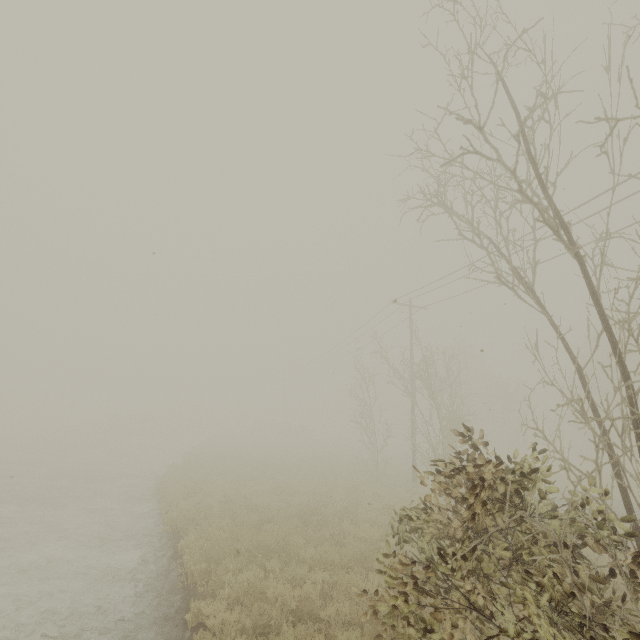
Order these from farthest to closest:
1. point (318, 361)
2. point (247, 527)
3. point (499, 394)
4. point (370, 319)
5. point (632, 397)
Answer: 1. point (318, 361)
2. point (499, 394)
3. point (370, 319)
4. point (247, 527)
5. point (632, 397)
